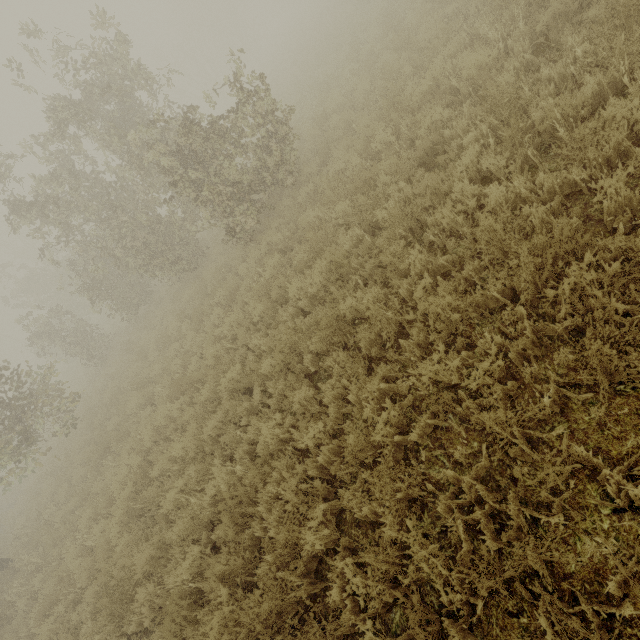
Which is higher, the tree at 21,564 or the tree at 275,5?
the tree at 275,5

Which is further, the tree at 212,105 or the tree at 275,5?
the tree at 275,5

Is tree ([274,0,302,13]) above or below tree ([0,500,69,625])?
above

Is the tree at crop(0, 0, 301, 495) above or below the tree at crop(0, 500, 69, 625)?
above

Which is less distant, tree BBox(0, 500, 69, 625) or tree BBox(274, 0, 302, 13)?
tree BBox(0, 500, 69, 625)

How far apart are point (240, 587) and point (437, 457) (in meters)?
2.98
